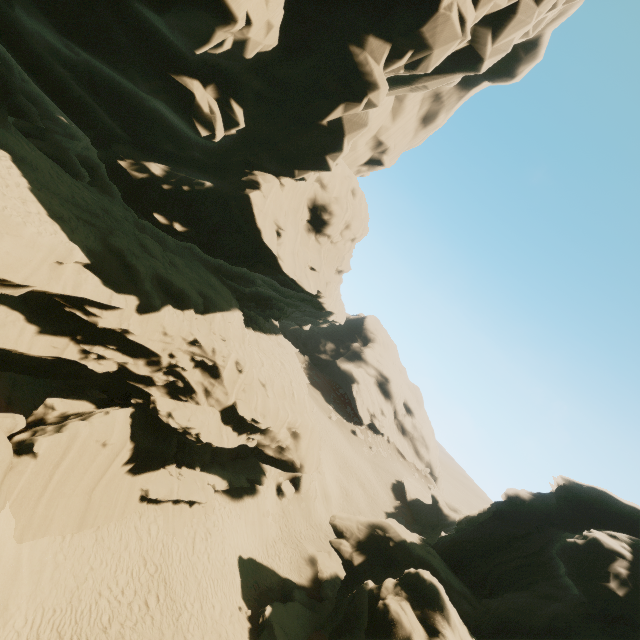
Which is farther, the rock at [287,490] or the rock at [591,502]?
the rock at [287,490]

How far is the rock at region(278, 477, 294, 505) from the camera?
27.2 meters

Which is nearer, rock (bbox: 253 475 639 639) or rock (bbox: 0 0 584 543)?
rock (bbox: 0 0 584 543)

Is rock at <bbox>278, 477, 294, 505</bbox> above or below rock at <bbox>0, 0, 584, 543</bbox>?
below

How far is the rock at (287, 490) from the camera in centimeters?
2723cm

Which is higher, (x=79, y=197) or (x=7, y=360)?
(x=79, y=197)

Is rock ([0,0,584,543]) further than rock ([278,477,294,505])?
No

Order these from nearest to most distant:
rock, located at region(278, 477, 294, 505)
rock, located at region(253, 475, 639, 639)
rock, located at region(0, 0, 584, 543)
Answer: rock, located at region(0, 0, 584, 543) < rock, located at region(253, 475, 639, 639) < rock, located at region(278, 477, 294, 505)
